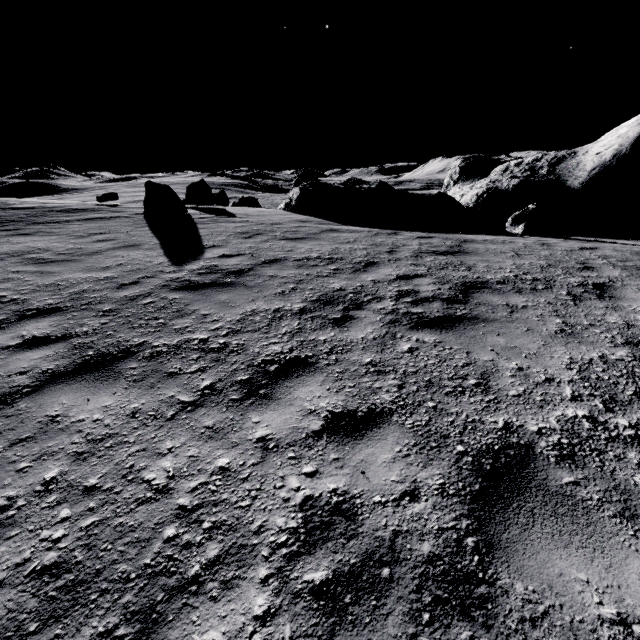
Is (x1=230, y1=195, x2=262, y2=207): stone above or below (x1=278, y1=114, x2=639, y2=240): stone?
below

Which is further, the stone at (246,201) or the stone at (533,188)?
the stone at (246,201)

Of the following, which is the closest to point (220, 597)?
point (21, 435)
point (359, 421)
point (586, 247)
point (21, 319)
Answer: point (359, 421)

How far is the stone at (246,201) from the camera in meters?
40.4

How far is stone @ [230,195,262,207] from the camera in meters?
40.4 m

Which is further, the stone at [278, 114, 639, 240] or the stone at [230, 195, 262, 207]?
the stone at [230, 195, 262, 207]
